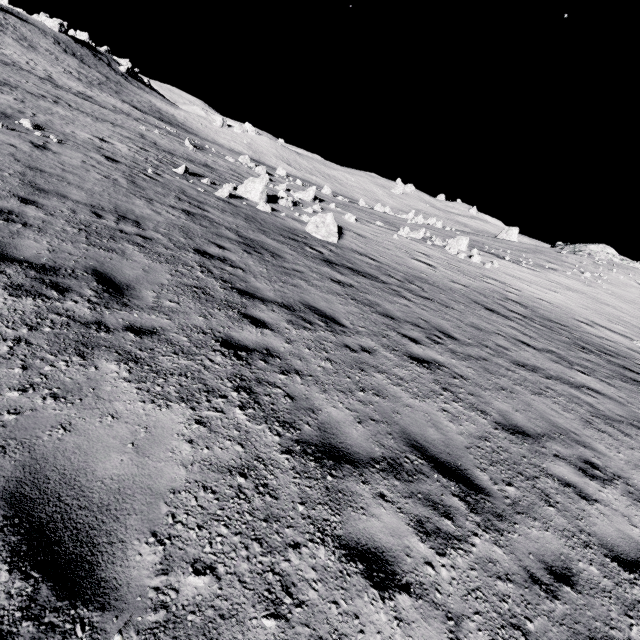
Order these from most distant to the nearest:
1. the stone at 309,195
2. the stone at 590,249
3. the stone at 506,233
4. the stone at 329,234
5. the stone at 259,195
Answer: the stone at 506,233 → the stone at 590,249 → the stone at 309,195 → the stone at 259,195 → the stone at 329,234

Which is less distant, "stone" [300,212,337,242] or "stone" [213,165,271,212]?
"stone" [300,212,337,242]

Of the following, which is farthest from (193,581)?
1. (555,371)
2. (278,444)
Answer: (555,371)

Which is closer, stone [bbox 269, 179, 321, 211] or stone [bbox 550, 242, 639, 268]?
stone [bbox 269, 179, 321, 211]

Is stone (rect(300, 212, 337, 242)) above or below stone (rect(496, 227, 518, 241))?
below

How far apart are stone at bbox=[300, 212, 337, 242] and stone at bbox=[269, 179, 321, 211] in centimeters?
1041cm

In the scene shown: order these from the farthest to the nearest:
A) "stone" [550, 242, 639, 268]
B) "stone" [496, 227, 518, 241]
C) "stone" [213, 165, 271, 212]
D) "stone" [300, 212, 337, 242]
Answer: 1. "stone" [496, 227, 518, 241]
2. "stone" [550, 242, 639, 268]
3. "stone" [213, 165, 271, 212]
4. "stone" [300, 212, 337, 242]

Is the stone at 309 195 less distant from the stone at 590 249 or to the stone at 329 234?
the stone at 329 234
